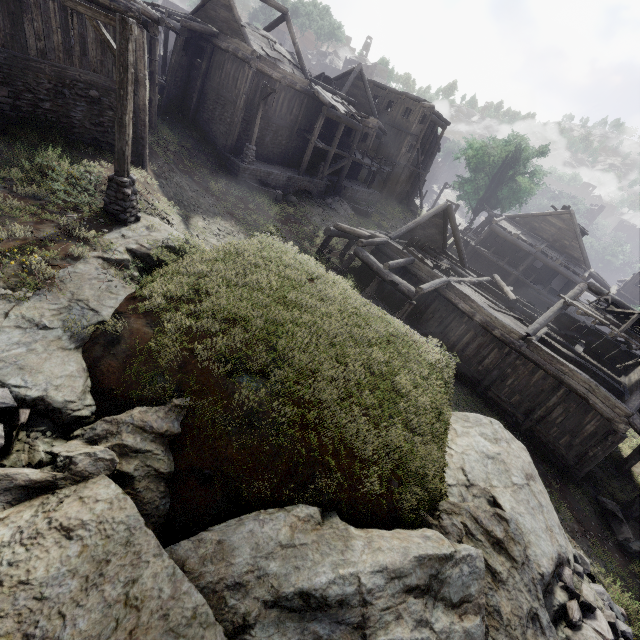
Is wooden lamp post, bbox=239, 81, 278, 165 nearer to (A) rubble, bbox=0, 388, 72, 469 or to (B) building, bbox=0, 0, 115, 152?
(B) building, bbox=0, 0, 115, 152

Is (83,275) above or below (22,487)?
above

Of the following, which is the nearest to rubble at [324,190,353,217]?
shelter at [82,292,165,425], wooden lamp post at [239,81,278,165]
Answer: wooden lamp post at [239,81,278,165]

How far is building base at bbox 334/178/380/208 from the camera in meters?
28.9

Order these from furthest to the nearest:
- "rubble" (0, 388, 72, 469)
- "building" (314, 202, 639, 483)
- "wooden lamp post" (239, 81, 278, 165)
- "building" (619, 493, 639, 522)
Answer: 1. "wooden lamp post" (239, 81, 278, 165)
2. "building" (314, 202, 639, 483)
3. "building" (619, 493, 639, 522)
4. "rubble" (0, 388, 72, 469)

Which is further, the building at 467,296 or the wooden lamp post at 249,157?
the wooden lamp post at 249,157

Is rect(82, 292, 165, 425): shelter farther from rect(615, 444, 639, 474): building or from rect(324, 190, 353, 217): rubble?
rect(324, 190, 353, 217): rubble

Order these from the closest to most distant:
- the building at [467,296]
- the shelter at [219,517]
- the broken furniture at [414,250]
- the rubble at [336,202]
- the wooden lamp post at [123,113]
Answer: the shelter at [219,517], the wooden lamp post at [123,113], the building at [467,296], the broken furniture at [414,250], the rubble at [336,202]
